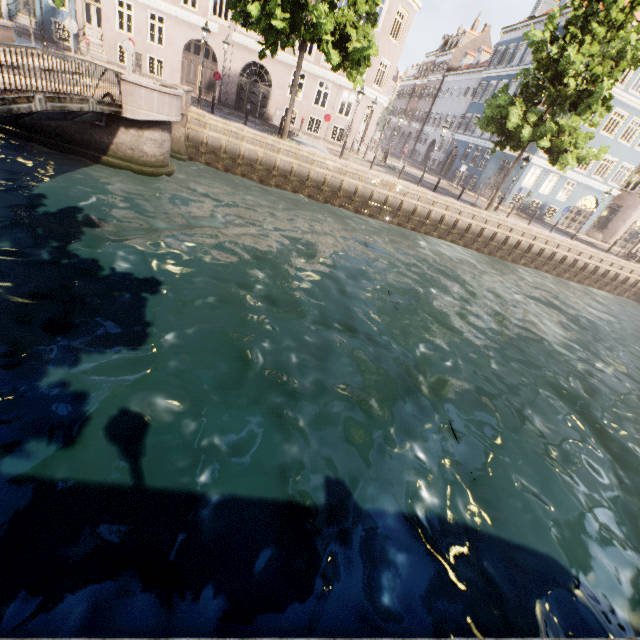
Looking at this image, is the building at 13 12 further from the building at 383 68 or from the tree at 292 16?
the building at 383 68

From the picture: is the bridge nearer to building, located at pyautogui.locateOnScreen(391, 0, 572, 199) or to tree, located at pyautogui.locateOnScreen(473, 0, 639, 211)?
tree, located at pyautogui.locateOnScreen(473, 0, 639, 211)

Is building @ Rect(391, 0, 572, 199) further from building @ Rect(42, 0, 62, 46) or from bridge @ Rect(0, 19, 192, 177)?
building @ Rect(42, 0, 62, 46)

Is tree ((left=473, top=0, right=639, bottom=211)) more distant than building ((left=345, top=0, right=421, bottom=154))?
No

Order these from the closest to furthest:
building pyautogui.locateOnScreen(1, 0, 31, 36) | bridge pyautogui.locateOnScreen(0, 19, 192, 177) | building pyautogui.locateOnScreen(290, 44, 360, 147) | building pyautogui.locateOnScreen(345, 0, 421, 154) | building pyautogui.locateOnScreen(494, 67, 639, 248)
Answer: bridge pyautogui.locateOnScreen(0, 19, 192, 177)
building pyautogui.locateOnScreen(1, 0, 31, 36)
building pyautogui.locateOnScreen(345, 0, 421, 154)
building pyautogui.locateOnScreen(290, 44, 360, 147)
building pyautogui.locateOnScreen(494, 67, 639, 248)

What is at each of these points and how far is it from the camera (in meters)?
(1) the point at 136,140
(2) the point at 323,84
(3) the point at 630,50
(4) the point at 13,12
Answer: (1) bridge, 13.10
(2) building, 34.12
(3) tree, 15.41
(4) building, 21.09

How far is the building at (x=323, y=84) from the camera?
23.64m

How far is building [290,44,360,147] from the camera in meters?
23.6
